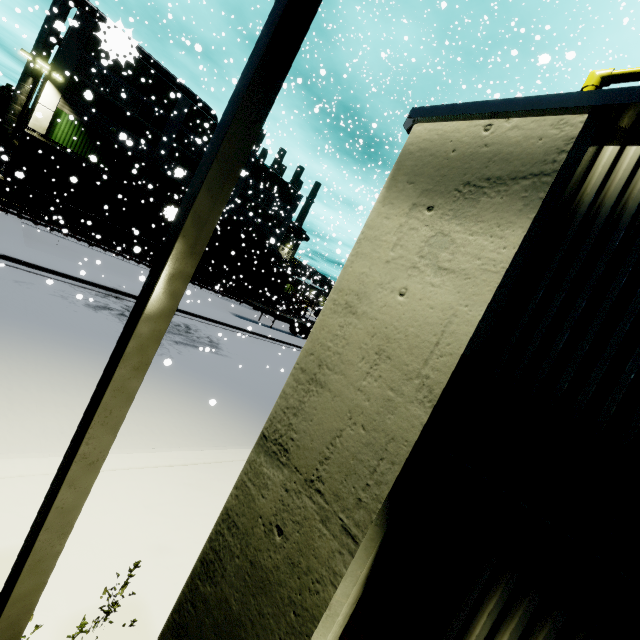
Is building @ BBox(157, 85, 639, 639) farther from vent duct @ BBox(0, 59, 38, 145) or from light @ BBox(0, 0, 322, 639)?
light @ BBox(0, 0, 322, 639)

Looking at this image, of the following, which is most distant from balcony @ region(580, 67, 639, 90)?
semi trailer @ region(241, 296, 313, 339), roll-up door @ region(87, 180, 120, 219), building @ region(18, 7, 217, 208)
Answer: roll-up door @ region(87, 180, 120, 219)

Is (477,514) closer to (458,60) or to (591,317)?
(591,317)

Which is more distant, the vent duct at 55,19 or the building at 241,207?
the building at 241,207

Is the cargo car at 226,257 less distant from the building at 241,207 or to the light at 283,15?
the building at 241,207

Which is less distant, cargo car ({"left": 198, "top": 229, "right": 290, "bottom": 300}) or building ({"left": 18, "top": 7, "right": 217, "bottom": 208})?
building ({"left": 18, "top": 7, "right": 217, "bottom": 208})

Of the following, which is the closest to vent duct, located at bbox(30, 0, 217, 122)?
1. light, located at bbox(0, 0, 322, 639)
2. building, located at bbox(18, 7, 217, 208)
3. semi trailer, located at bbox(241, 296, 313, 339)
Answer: building, located at bbox(18, 7, 217, 208)

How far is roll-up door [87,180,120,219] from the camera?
28.3m
